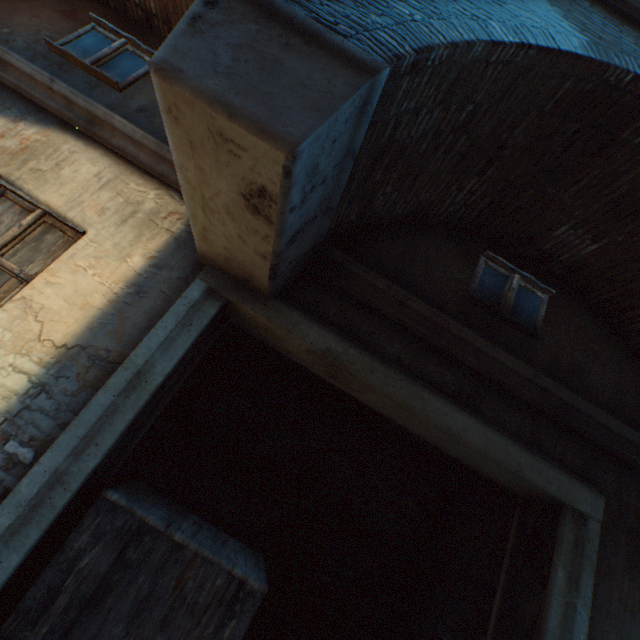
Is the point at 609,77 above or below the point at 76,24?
above

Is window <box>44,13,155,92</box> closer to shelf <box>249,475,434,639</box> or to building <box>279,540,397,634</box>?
building <box>279,540,397,634</box>

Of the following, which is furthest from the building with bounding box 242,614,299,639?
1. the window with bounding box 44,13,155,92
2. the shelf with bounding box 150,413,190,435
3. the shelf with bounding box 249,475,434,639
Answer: the shelf with bounding box 249,475,434,639

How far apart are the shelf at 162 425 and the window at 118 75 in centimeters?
373cm

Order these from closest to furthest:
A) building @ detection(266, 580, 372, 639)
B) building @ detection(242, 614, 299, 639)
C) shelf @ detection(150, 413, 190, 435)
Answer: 1. shelf @ detection(150, 413, 190, 435)
2. building @ detection(242, 614, 299, 639)
3. building @ detection(266, 580, 372, 639)

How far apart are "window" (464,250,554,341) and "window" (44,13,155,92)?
4.76m

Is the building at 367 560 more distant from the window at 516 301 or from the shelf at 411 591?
the shelf at 411 591

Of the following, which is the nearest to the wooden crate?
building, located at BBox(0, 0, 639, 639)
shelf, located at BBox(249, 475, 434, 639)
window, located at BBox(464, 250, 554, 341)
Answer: shelf, located at BBox(249, 475, 434, 639)
